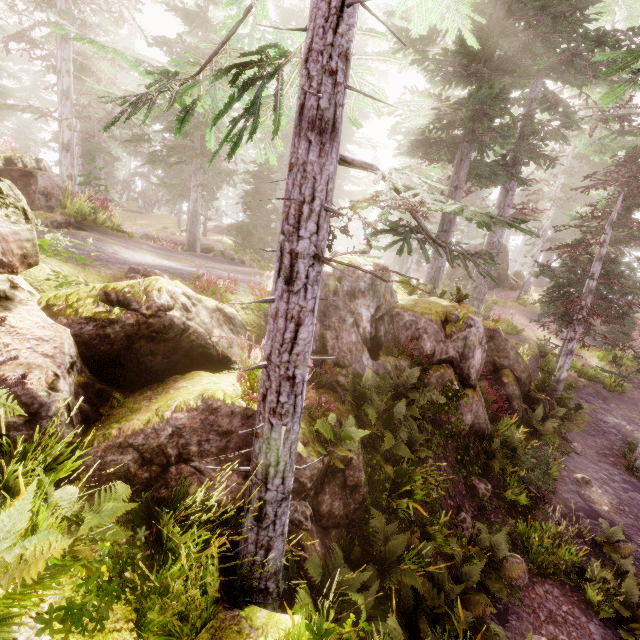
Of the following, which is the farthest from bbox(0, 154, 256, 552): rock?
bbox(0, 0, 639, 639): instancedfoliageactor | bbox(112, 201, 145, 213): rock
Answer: bbox(112, 201, 145, 213): rock

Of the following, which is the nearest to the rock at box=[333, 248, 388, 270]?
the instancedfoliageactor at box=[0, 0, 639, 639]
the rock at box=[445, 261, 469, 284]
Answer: the instancedfoliageactor at box=[0, 0, 639, 639]

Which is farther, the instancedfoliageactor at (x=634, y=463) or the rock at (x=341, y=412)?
the instancedfoliageactor at (x=634, y=463)

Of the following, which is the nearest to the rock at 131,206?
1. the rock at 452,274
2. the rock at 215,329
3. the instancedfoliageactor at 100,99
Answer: the instancedfoliageactor at 100,99

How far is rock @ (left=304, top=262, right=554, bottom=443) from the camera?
8.4m

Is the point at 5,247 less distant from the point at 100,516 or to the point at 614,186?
the point at 100,516

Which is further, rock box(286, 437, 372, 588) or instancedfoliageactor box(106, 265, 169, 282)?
instancedfoliageactor box(106, 265, 169, 282)
